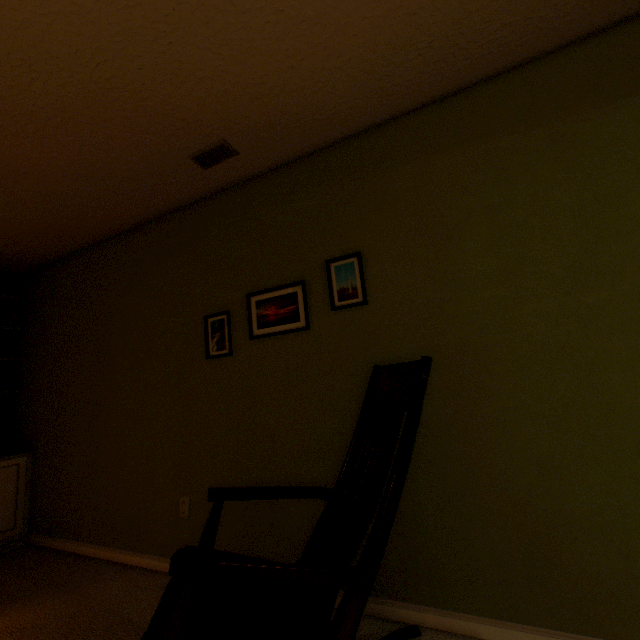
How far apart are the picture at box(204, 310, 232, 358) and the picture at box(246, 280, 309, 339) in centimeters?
22cm

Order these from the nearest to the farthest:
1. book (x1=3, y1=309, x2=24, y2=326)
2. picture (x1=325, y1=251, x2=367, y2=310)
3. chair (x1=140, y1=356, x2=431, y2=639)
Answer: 1. chair (x1=140, y1=356, x2=431, y2=639)
2. picture (x1=325, y1=251, x2=367, y2=310)
3. book (x1=3, y1=309, x2=24, y2=326)

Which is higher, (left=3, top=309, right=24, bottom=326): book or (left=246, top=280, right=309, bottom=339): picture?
(left=3, top=309, right=24, bottom=326): book

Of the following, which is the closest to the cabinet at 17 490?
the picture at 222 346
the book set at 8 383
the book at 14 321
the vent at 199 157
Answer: the book set at 8 383

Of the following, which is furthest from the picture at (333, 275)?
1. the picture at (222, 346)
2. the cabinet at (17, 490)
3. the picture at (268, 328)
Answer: the cabinet at (17, 490)

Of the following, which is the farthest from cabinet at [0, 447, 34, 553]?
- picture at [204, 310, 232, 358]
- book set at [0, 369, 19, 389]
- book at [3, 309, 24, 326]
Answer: picture at [204, 310, 232, 358]

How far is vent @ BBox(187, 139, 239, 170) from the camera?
1.84m

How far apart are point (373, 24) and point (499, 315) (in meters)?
1.32
